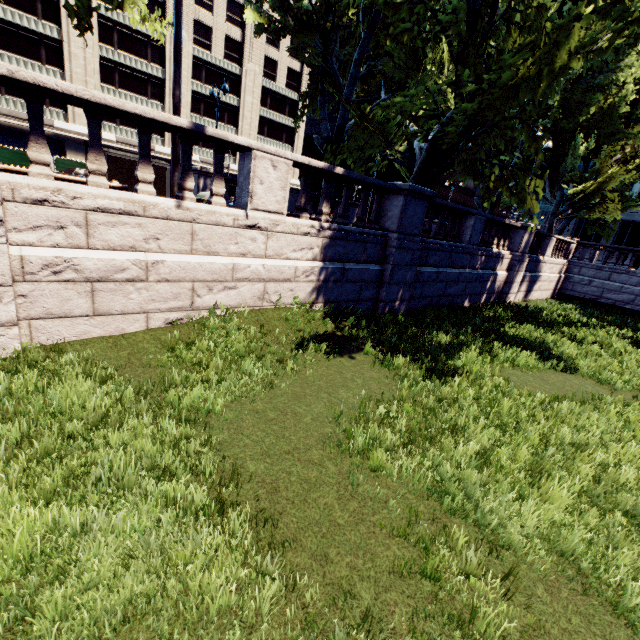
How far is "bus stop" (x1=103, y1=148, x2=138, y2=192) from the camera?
16.73m

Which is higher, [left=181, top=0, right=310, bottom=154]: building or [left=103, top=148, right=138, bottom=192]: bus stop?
[left=181, top=0, right=310, bottom=154]: building

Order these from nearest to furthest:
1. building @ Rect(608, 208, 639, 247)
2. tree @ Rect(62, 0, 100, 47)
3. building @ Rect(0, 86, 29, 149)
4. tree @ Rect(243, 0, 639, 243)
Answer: tree @ Rect(243, 0, 639, 243) → tree @ Rect(62, 0, 100, 47) → building @ Rect(0, 86, 29, 149) → building @ Rect(608, 208, 639, 247)

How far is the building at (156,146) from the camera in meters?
41.3

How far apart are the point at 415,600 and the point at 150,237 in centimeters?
636cm

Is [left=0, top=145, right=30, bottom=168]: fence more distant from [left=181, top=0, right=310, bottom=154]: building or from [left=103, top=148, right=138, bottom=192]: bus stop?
[left=103, top=148, right=138, bottom=192]: bus stop

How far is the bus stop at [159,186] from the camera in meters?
18.1 m

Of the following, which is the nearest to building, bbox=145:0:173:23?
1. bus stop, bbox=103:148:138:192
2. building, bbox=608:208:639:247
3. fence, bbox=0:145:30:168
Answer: fence, bbox=0:145:30:168
